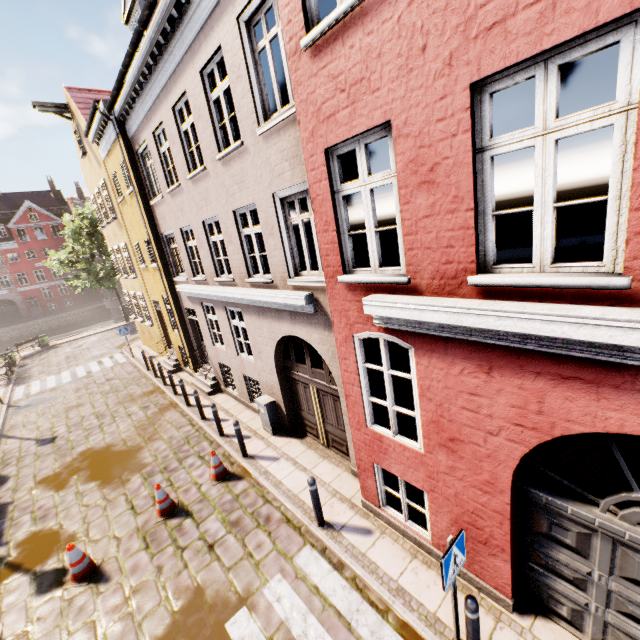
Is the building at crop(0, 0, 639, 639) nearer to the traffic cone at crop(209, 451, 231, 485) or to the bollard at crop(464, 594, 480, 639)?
the bollard at crop(464, 594, 480, 639)

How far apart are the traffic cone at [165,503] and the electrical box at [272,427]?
2.7m

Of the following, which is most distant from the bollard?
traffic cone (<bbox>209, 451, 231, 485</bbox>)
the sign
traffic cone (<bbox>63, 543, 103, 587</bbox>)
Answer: traffic cone (<bbox>63, 543, 103, 587</bbox>)

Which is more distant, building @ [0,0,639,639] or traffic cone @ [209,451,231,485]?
traffic cone @ [209,451,231,485]

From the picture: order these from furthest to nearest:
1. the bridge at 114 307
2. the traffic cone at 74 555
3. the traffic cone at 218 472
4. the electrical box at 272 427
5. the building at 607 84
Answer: the bridge at 114 307, the electrical box at 272 427, the traffic cone at 218 472, the traffic cone at 74 555, the building at 607 84

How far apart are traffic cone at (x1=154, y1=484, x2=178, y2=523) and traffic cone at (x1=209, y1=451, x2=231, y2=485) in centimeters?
77cm

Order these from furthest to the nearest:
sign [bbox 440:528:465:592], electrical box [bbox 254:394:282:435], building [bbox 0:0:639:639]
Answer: electrical box [bbox 254:394:282:435] < sign [bbox 440:528:465:592] < building [bbox 0:0:639:639]

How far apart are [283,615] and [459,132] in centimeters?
700cm
